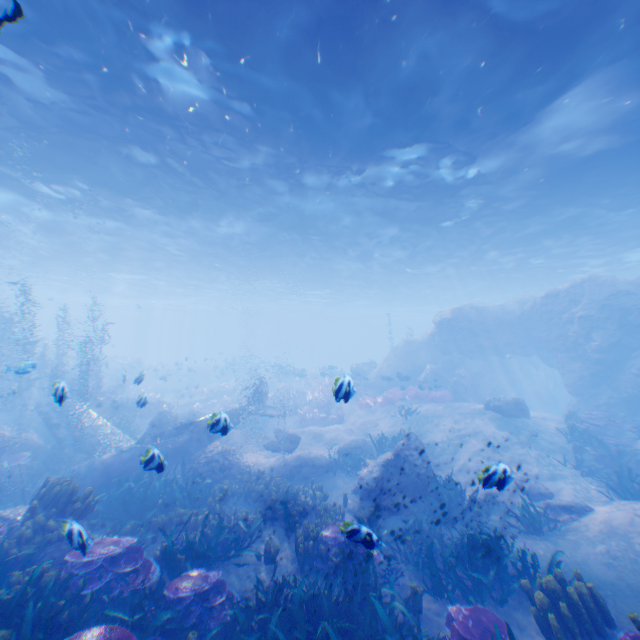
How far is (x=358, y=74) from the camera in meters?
8.7 m

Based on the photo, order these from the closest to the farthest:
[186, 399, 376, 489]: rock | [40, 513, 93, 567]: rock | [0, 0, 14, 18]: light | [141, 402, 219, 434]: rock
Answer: [40, 513, 93, 567]: rock → [0, 0, 14, 18]: light → [186, 399, 376, 489]: rock → [141, 402, 219, 434]: rock

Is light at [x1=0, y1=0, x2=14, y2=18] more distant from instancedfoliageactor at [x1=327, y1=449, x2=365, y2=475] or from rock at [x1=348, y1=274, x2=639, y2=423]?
instancedfoliageactor at [x1=327, y1=449, x2=365, y2=475]

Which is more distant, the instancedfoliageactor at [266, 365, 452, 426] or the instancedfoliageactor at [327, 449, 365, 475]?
the instancedfoliageactor at [266, 365, 452, 426]

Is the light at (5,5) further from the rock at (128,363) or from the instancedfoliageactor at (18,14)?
the instancedfoliageactor at (18,14)

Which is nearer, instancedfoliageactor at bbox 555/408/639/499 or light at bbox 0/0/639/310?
light at bbox 0/0/639/310

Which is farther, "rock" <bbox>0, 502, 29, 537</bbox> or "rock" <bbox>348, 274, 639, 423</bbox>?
"rock" <bbox>348, 274, 639, 423</bbox>
